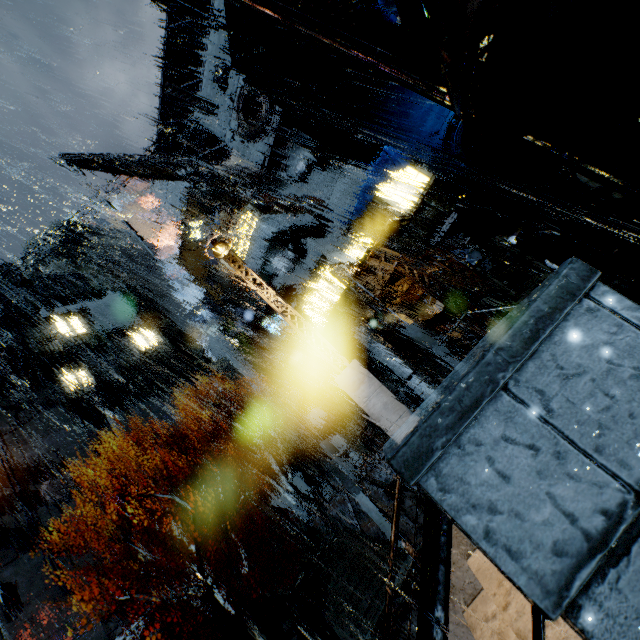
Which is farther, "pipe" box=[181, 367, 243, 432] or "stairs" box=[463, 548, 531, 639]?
"pipe" box=[181, 367, 243, 432]

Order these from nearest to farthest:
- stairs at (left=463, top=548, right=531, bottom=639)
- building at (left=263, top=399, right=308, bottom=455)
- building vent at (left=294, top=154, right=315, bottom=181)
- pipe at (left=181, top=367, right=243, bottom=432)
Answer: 1. stairs at (left=463, top=548, right=531, bottom=639)
2. building vent at (left=294, top=154, right=315, bottom=181)
3. building at (left=263, top=399, right=308, bottom=455)
4. pipe at (left=181, top=367, right=243, bottom=432)

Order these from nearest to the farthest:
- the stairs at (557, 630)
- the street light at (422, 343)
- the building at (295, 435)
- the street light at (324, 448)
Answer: the stairs at (557, 630) < the street light at (422, 343) < the street light at (324, 448) < the building at (295, 435)

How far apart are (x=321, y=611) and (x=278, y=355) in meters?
25.6

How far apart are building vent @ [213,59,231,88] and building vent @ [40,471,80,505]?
40.13m

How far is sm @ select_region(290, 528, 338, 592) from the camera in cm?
1845

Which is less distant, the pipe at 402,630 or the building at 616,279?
the building at 616,279

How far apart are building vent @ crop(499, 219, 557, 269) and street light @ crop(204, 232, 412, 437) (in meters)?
16.67
